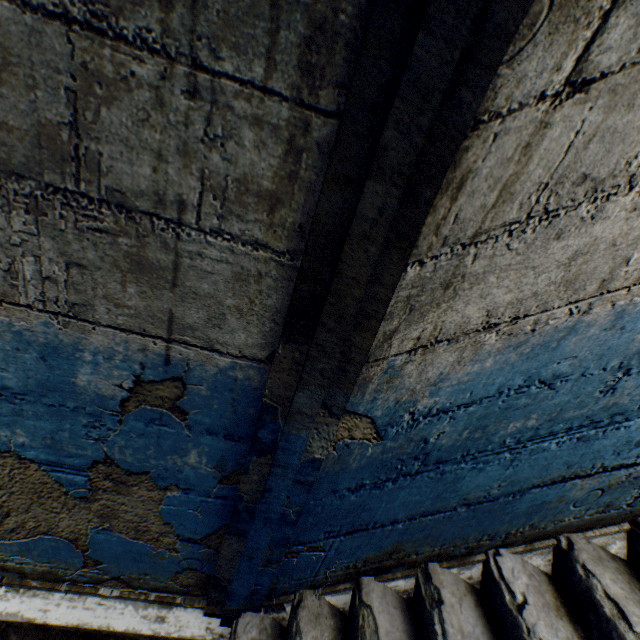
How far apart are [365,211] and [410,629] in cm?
172
